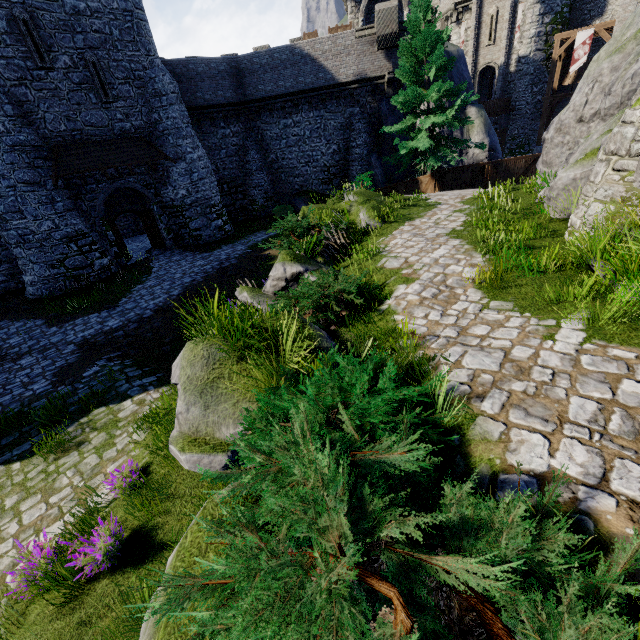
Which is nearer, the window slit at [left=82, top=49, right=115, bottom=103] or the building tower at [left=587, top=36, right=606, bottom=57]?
the window slit at [left=82, top=49, right=115, bottom=103]

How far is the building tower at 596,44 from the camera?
28.8 meters

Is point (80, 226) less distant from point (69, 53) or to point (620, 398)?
point (69, 53)

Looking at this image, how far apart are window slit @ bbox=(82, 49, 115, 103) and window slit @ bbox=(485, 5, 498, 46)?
33.51m

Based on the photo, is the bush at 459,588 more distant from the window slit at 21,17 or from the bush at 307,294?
the window slit at 21,17

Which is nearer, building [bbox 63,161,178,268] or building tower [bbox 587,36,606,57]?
building [bbox 63,161,178,268]

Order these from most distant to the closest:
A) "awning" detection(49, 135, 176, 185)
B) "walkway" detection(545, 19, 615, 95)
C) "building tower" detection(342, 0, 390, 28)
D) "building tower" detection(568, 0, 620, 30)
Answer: "building tower" detection(568, 0, 620, 30) < "walkway" detection(545, 19, 615, 95) < "building tower" detection(342, 0, 390, 28) < "awning" detection(49, 135, 176, 185)

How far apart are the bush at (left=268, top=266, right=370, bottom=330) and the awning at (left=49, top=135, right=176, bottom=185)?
15.42m
